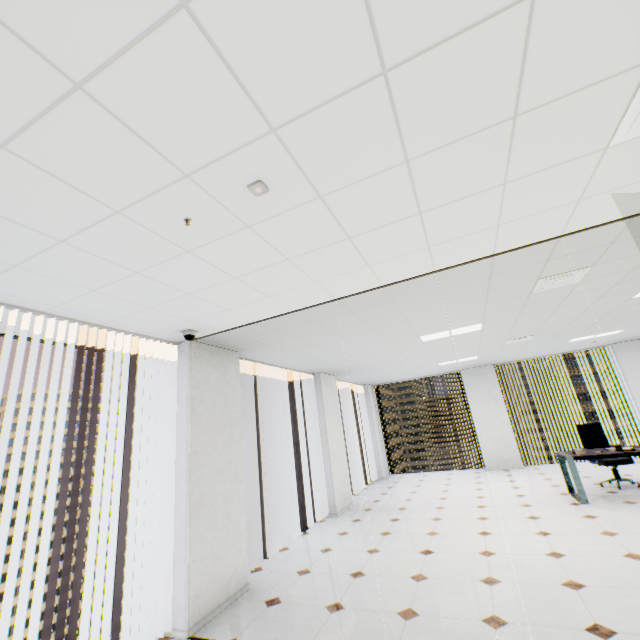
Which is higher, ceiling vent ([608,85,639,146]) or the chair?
ceiling vent ([608,85,639,146])

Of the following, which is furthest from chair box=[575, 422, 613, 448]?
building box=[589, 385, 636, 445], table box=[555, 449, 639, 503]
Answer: building box=[589, 385, 636, 445]

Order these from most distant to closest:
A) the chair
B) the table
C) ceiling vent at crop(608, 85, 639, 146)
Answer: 1. the chair
2. the table
3. ceiling vent at crop(608, 85, 639, 146)

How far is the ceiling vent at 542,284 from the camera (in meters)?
3.43

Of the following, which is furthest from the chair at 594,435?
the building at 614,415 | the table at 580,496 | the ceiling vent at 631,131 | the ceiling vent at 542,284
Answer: the building at 614,415

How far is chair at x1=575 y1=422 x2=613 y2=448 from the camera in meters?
6.7

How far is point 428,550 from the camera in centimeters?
439cm

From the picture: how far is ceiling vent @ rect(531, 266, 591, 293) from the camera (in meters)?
3.43
